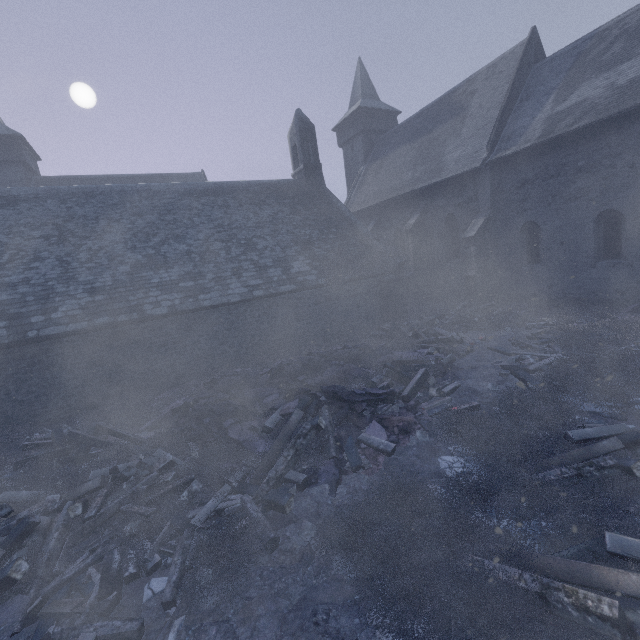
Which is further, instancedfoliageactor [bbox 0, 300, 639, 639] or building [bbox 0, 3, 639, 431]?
building [bbox 0, 3, 639, 431]

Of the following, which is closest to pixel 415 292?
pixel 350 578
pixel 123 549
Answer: pixel 350 578

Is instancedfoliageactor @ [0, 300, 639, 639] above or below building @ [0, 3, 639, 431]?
below

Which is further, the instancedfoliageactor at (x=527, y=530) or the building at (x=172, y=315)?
the building at (x=172, y=315)

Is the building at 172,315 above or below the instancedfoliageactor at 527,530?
above
